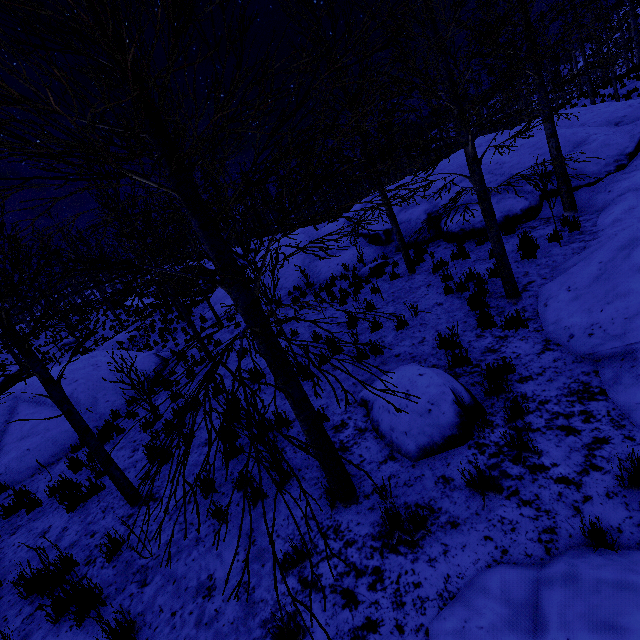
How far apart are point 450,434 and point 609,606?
2.0 meters

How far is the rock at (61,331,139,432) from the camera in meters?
10.6

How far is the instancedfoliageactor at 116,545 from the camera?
4.43m

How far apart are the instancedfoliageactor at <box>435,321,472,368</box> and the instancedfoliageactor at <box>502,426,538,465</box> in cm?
161

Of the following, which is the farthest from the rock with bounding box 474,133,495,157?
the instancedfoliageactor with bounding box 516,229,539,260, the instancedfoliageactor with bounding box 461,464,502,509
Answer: the instancedfoliageactor with bounding box 461,464,502,509

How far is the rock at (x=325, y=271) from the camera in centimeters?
1427cm

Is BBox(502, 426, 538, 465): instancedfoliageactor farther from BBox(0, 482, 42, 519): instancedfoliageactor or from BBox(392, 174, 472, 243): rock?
BBox(0, 482, 42, 519): instancedfoliageactor

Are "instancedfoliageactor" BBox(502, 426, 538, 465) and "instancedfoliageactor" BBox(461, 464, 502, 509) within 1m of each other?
yes
